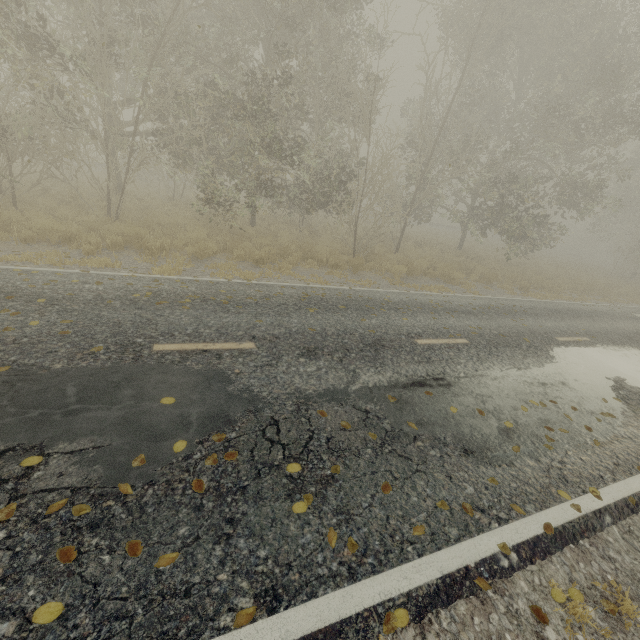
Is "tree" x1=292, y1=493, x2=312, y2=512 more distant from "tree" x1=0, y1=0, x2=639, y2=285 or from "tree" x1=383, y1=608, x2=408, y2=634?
"tree" x1=0, y1=0, x2=639, y2=285

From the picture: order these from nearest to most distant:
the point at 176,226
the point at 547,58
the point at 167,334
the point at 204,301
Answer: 1. the point at 167,334
2. the point at 204,301
3. the point at 176,226
4. the point at 547,58

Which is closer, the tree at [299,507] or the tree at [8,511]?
the tree at [8,511]

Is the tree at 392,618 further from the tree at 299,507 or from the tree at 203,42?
the tree at 203,42

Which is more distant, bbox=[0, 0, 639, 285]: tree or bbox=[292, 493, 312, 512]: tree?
bbox=[0, 0, 639, 285]: tree

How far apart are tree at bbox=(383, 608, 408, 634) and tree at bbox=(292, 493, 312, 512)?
1.0 meters

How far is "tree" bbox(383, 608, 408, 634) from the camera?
2.4 meters

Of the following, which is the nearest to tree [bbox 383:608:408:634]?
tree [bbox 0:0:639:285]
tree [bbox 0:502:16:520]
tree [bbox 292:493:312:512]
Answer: tree [bbox 292:493:312:512]
